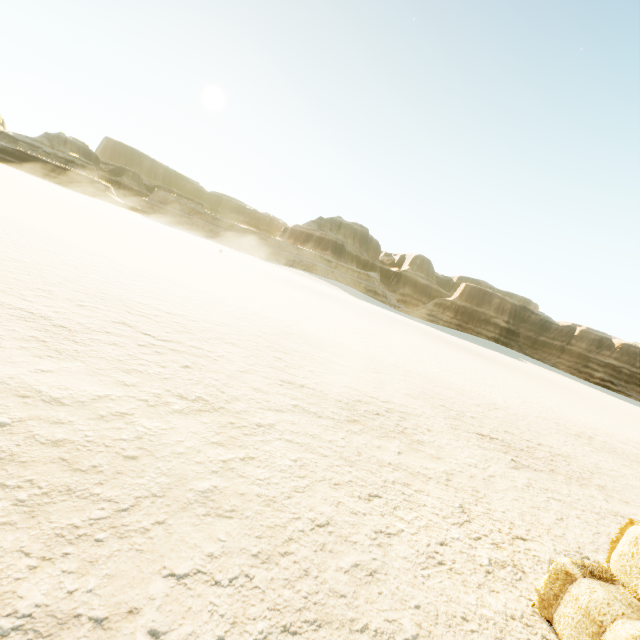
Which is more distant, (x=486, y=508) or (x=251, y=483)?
(x=486, y=508)
